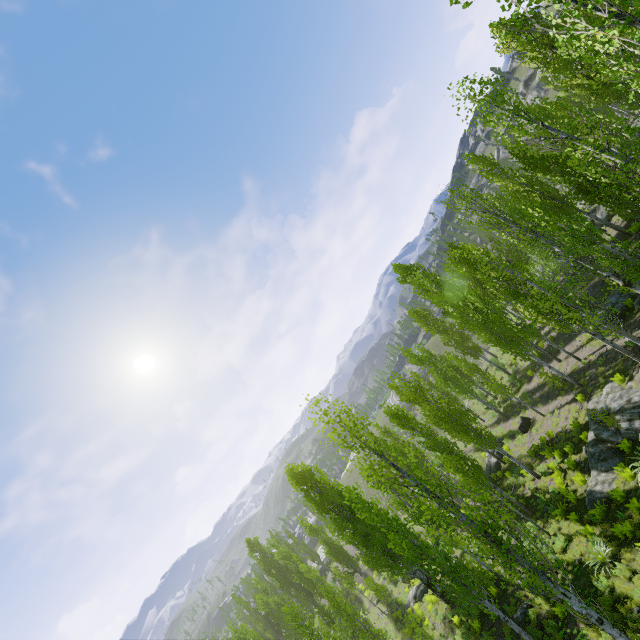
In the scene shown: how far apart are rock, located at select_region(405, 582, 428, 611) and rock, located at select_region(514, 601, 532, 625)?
13.5 meters

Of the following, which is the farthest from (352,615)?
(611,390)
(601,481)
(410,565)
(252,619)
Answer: (252,619)

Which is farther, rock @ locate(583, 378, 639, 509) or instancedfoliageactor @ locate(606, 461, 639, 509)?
rock @ locate(583, 378, 639, 509)

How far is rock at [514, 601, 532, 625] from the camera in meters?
14.2

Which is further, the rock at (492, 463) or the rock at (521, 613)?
the rock at (492, 463)

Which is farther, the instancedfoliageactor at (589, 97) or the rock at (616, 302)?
the rock at (616, 302)

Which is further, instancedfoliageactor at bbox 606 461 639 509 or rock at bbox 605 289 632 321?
rock at bbox 605 289 632 321

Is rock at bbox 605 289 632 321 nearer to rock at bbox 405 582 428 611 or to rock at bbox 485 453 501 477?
rock at bbox 485 453 501 477
